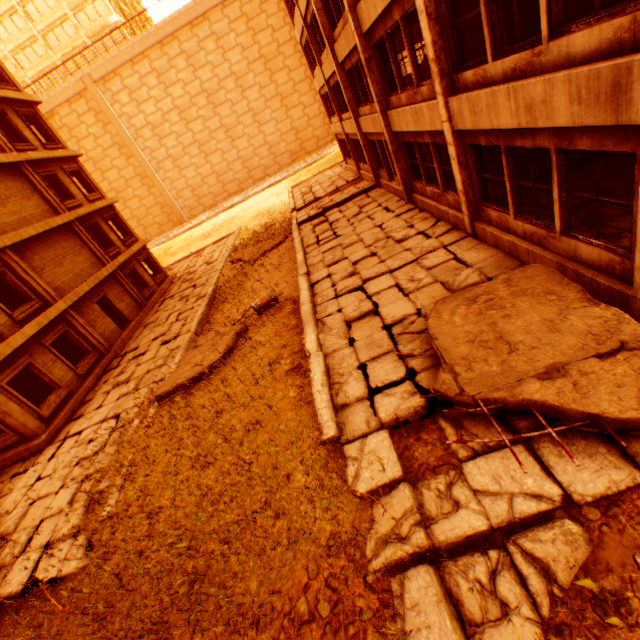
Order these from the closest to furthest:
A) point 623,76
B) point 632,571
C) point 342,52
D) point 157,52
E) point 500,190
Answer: point 632,571
point 623,76
point 500,190
point 342,52
point 157,52

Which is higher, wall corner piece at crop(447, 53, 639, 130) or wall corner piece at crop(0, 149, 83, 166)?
wall corner piece at crop(0, 149, 83, 166)

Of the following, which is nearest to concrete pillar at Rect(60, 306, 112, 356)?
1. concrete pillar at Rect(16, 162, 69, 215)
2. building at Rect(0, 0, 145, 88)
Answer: concrete pillar at Rect(16, 162, 69, 215)

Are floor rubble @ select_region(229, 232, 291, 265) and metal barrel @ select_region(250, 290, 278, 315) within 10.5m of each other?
yes

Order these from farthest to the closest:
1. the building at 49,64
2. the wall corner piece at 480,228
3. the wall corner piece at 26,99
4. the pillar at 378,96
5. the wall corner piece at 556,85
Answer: the building at 49,64, the wall corner piece at 26,99, the pillar at 378,96, the wall corner piece at 480,228, the wall corner piece at 556,85

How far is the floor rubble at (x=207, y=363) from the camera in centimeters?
916cm

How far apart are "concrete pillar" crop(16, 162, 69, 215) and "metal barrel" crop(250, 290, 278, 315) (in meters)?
13.22

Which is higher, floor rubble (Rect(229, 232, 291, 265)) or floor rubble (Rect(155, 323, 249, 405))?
floor rubble (Rect(155, 323, 249, 405))
